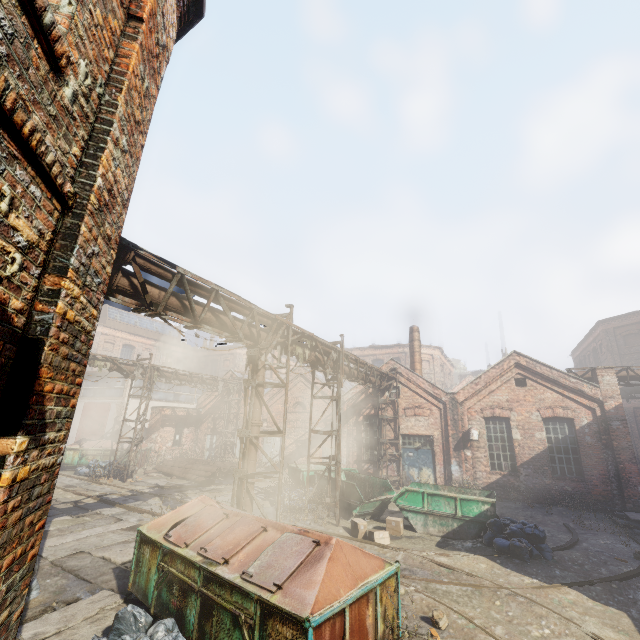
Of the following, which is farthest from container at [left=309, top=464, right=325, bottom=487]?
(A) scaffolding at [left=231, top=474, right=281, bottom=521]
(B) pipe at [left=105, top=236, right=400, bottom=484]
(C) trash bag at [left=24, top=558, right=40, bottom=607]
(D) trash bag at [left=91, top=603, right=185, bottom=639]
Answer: (C) trash bag at [left=24, top=558, right=40, bottom=607]

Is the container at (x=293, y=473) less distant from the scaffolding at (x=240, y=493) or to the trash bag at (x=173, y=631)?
the scaffolding at (x=240, y=493)

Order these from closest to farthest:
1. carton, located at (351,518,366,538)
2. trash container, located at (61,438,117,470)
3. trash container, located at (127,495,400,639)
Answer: trash container, located at (127,495,400,639)
carton, located at (351,518,366,538)
trash container, located at (61,438,117,470)

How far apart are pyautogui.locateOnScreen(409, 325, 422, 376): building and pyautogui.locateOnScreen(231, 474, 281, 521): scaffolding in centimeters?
1520cm

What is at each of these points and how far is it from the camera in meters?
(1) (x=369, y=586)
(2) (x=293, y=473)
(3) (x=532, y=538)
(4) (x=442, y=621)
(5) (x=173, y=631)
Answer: (1) trash container, 4.5 m
(2) container, 15.6 m
(3) trash bag, 9.5 m
(4) instancedfoliageactor, 5.9 m
(5) trash bag, 4.8 m

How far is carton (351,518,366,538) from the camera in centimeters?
1048cm

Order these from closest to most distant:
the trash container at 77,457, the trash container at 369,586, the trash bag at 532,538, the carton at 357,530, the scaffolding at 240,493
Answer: the trash container at 369,586, the scaffolding at 240,493, the trash bag at 532,538, the carton at 357,530, the trash container at 77,457

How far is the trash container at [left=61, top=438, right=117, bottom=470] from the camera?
20.2m
